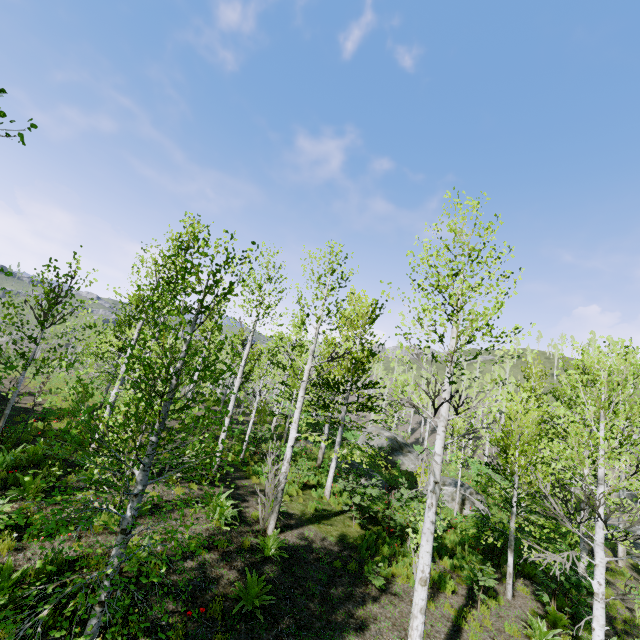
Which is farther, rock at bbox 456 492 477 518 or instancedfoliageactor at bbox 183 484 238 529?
rock at bbox 456 492 477 518

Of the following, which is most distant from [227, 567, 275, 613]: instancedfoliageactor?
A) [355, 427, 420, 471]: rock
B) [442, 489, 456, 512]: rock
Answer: [355, 427, 420, 471]: rock

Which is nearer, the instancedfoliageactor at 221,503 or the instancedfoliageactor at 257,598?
the instancedfoliageactor at 221,503

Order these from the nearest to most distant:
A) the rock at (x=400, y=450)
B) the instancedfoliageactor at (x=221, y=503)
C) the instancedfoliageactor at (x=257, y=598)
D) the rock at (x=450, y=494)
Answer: the instancedfoliageactor at (x=221, y=503)
the instancedfoliageactor at (x=257, y=598)
the rock at (x=450, y=494)
the rock at (x=400, y=450)

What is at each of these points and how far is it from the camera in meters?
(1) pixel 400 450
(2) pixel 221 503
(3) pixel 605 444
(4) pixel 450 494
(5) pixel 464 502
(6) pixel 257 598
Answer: (1) rock, 27.5 m
(2) instancedfoliageactor, 9.3 m
(3) instancedfoliageactor, 7.5 m
(4) rock, 18.0 m
(5) rock, 17.8 m
(6) instancedfoliageactor, 6.7 m

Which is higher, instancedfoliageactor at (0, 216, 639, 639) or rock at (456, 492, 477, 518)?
instancedfoliageactor at (0, 216, 639, 639)
